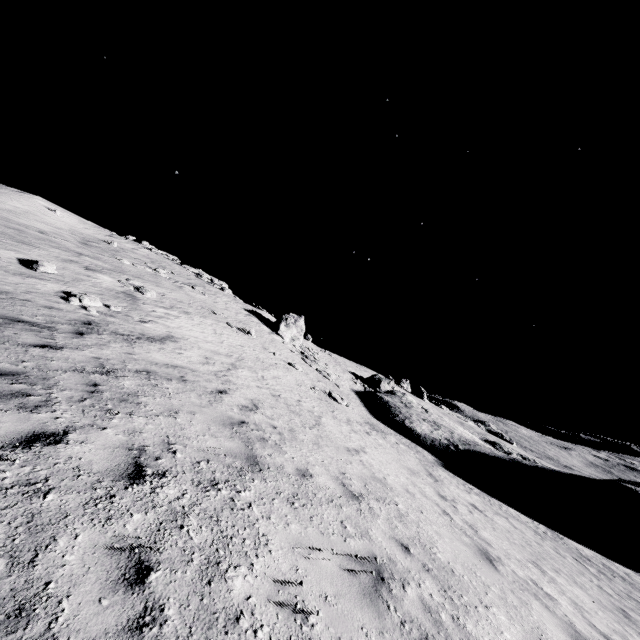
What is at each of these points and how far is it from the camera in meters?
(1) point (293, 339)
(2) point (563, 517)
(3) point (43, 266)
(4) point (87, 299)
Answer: (1) stone, 32.5
(2) stone, 19.5
(3) stone, 12.7
(4) stone, 11.9

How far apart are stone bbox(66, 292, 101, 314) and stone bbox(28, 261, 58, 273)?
1.7 meters

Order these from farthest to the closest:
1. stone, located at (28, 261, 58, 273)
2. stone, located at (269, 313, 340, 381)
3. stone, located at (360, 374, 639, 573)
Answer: stone, located at (269, 313, 340, 381), stone, located at (360, 374, 639, 573), stone, located at (28, 261, 58, 273)

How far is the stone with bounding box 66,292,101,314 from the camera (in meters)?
11.19

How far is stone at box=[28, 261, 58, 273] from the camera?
12.5m

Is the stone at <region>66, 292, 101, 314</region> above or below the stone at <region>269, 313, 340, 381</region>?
below

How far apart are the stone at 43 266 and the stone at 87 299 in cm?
175

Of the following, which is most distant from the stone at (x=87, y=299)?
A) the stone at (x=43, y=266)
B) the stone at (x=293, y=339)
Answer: the stone at (x=293, y=339)
